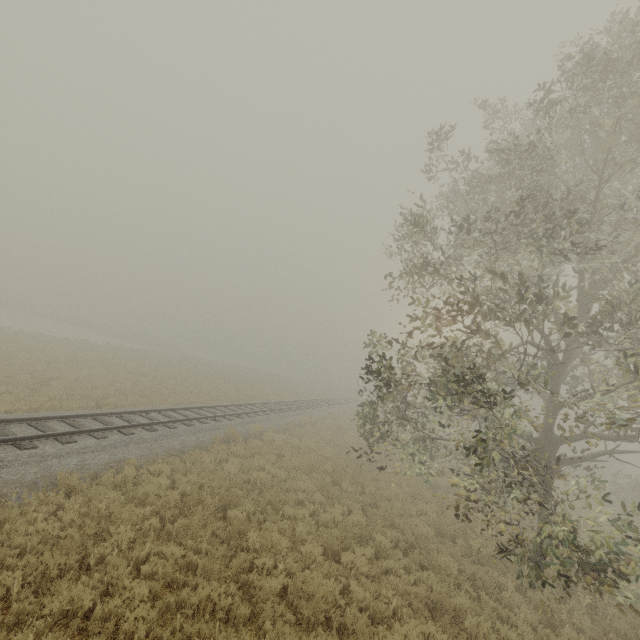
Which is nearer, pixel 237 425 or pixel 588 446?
pixel 237 425
